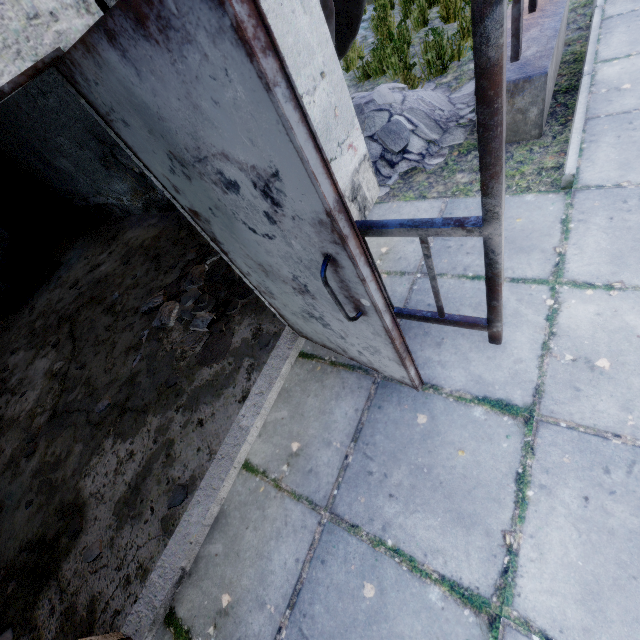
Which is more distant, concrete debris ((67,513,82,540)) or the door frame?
concrete debris ((67,513,82,540))

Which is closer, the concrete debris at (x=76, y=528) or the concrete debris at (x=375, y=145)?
the concrete debris at (x=76, y=528)

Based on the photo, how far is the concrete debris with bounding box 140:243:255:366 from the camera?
3.3 meters

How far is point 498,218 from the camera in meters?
1.4 m

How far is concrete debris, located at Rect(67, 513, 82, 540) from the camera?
2.7 meters

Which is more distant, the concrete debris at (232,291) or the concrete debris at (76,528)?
the concrete debris at (232,291)

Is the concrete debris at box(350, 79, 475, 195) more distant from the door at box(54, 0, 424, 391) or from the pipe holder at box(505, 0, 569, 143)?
the door at box(54, 0, 424, 391)

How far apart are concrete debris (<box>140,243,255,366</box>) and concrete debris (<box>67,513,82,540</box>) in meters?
1.6
